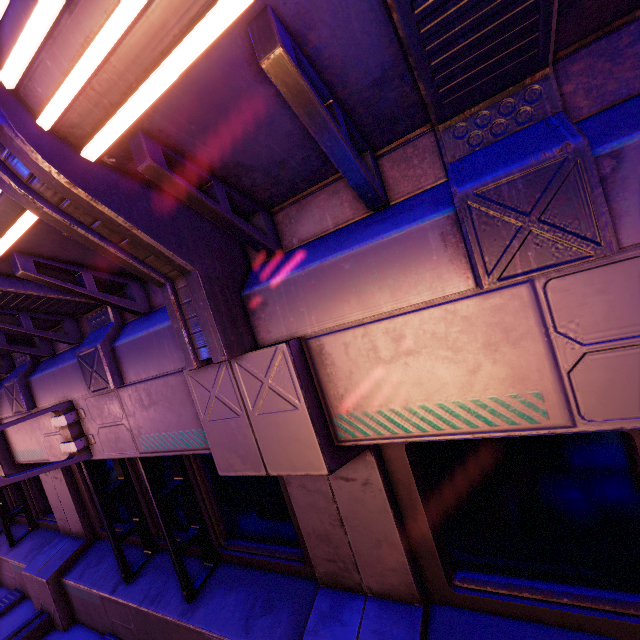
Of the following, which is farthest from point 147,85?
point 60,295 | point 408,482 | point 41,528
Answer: point 41,528
